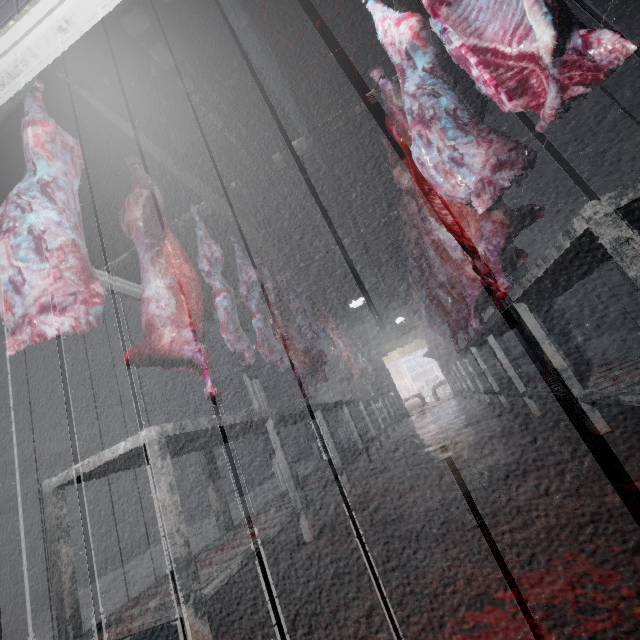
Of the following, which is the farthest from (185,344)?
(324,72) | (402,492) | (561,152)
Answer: (561,152)

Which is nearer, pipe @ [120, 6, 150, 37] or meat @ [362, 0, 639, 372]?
meat @ [362, 0, 639, 372]

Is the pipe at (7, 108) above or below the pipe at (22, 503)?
above

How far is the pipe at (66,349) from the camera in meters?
4.6

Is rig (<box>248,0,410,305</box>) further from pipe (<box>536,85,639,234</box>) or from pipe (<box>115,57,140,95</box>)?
pipe (<box>536,85,639,234</box>)

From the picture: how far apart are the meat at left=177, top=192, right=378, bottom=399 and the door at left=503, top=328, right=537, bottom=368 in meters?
7.0 m

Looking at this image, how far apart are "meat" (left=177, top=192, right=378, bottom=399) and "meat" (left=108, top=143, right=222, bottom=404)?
1.5 meters

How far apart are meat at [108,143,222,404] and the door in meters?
8.8
